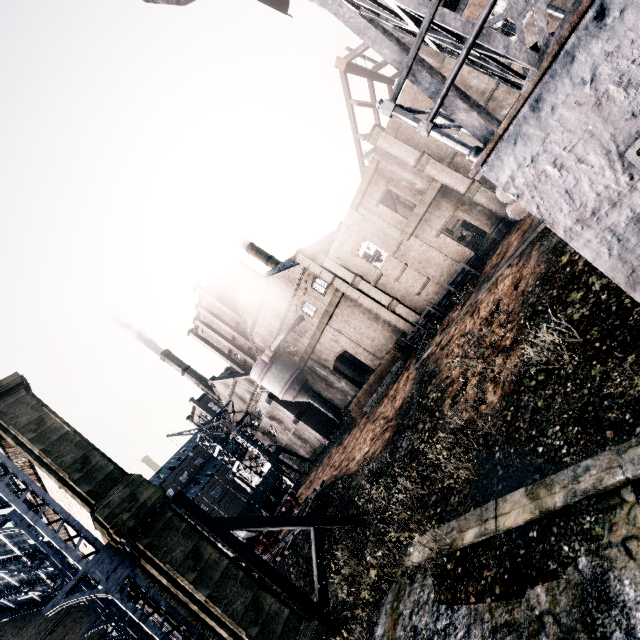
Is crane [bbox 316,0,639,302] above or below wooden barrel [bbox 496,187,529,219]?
above

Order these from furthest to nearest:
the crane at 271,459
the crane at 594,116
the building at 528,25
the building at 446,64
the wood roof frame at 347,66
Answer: the crane at 271,459, the wood roof frame at 347,66, the building at 446,64, the building at 528,25, the crane at 594,116

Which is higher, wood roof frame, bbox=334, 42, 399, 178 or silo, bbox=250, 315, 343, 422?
wood roof frame, bbox=334, 42, 399, 178

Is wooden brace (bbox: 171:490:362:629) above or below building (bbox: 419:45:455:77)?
below

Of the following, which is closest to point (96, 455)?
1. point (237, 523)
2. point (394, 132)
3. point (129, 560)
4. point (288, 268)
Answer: point (129, 560)

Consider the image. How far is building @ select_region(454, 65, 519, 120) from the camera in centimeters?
2181cm

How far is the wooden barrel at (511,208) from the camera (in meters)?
22.23
